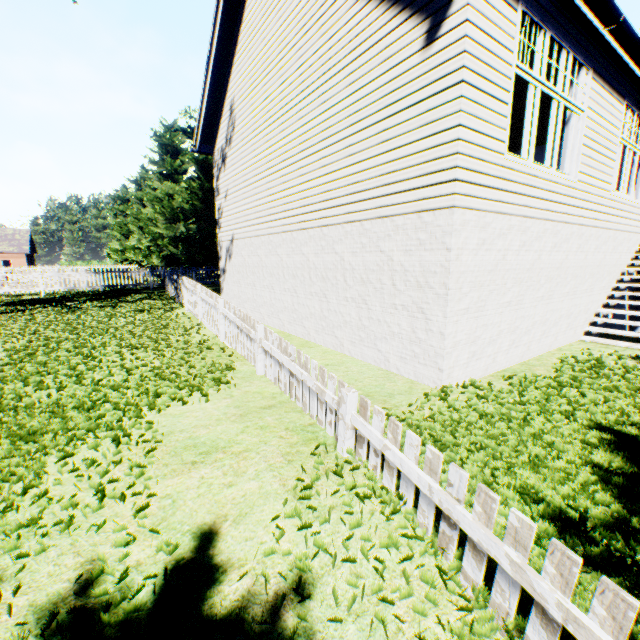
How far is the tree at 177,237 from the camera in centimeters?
2272cm

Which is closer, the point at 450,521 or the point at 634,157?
the point at 450,521

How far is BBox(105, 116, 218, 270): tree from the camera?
22.7 meters
